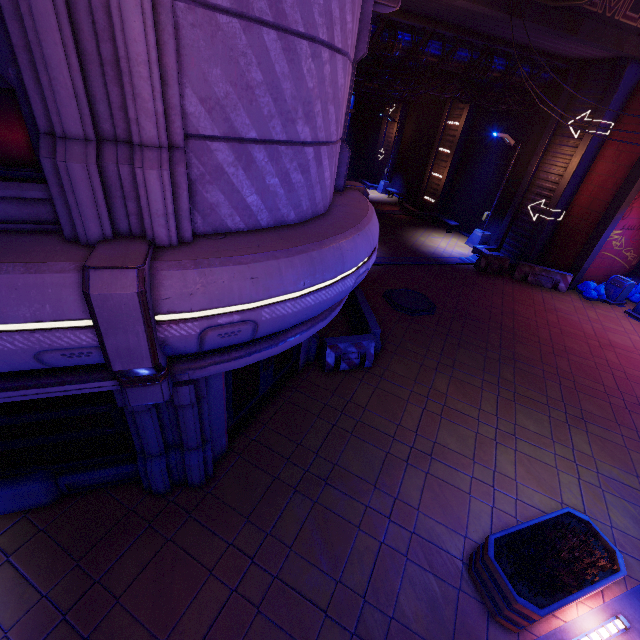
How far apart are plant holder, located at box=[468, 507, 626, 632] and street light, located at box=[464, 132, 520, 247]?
16.8m

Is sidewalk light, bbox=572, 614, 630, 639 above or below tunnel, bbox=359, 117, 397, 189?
below

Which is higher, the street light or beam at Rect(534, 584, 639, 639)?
the street light

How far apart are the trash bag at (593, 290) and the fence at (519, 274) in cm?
54

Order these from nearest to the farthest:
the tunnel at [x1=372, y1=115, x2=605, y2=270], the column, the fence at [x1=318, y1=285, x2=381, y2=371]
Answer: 1. the fence at [x1=318, y1=285, x2=381, y2=371]
2. the column
3. the tunnel at [x1=372, y1=115, x2=605, y2=270]

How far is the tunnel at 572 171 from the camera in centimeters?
1508cm

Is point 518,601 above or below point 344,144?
below

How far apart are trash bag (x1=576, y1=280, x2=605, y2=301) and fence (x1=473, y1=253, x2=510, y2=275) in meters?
3.4
